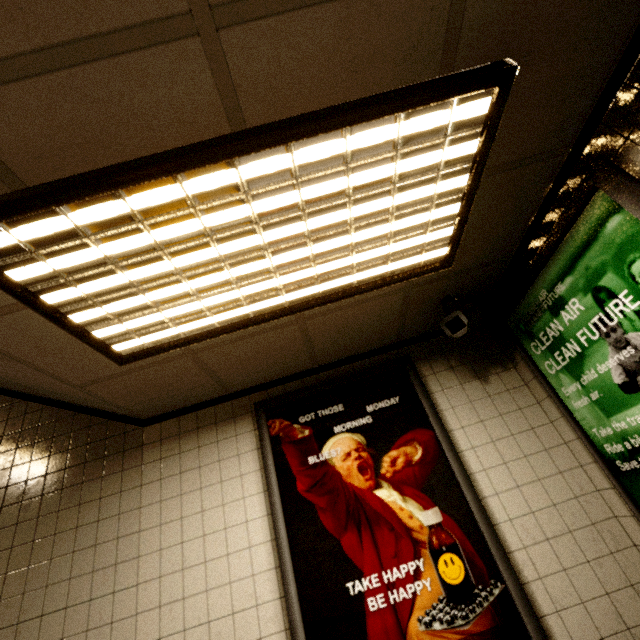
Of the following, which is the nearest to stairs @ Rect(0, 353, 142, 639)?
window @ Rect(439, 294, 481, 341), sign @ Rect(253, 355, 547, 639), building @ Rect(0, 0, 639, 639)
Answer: building @ Rect(0, 0, 639, 639)

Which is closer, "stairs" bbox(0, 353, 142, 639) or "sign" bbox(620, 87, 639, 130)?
"sign" bbox(620, 87, 639, 130)

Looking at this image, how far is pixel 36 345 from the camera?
1.6m

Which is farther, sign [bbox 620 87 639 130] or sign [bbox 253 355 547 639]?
sign [bbox 253 355 547 639]

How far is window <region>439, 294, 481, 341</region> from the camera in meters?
2.0

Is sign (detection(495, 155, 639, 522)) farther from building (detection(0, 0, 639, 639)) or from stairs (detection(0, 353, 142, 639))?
stairs (detection(0, 353, 142, 639))

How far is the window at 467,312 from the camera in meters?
2.0 m

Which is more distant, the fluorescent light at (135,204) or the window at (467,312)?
the window at (467,312)
